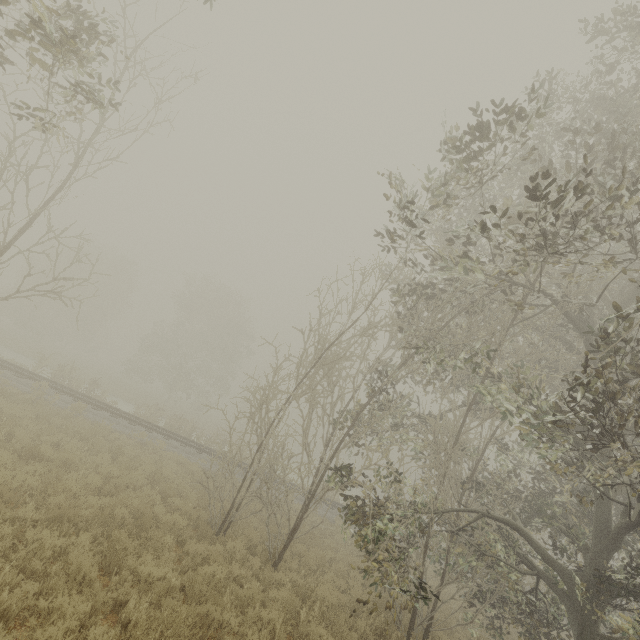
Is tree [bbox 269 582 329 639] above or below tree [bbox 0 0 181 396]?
below

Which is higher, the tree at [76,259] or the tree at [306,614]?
the tree at [76,259]

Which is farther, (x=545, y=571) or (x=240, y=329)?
(x=240, y=329)
